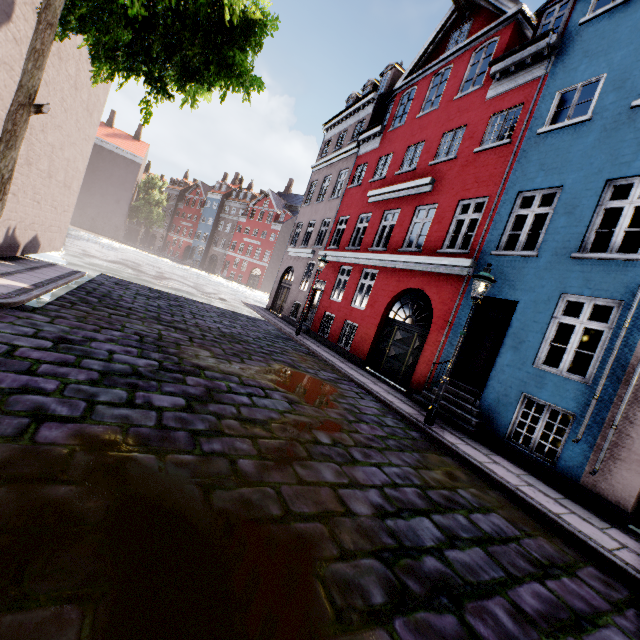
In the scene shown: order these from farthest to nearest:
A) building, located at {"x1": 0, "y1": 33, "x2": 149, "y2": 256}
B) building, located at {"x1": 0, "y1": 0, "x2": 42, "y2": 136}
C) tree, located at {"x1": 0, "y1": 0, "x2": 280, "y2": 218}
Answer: building, located at {"x1": 0, "y1": 33, "x2": 149, "y2": 256} → building, located at {"x1": 0, "y1": 0, "x2": 42, "y2": 136} → tree, located at {"x1": 0, "y1": 0, "x2": 280, "y2": 218}

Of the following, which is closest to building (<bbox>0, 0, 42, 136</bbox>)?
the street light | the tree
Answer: the street light

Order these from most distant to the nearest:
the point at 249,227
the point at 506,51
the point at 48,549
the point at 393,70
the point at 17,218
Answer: the point at 249,227
the point at 393,70
the point at 506,51
the point at 17,218
the point at 48,549

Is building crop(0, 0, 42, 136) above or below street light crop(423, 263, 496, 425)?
above

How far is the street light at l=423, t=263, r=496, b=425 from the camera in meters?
7.1 m

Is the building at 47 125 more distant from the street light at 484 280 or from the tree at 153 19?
the tree at 153 19

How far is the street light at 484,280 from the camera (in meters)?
7.07
